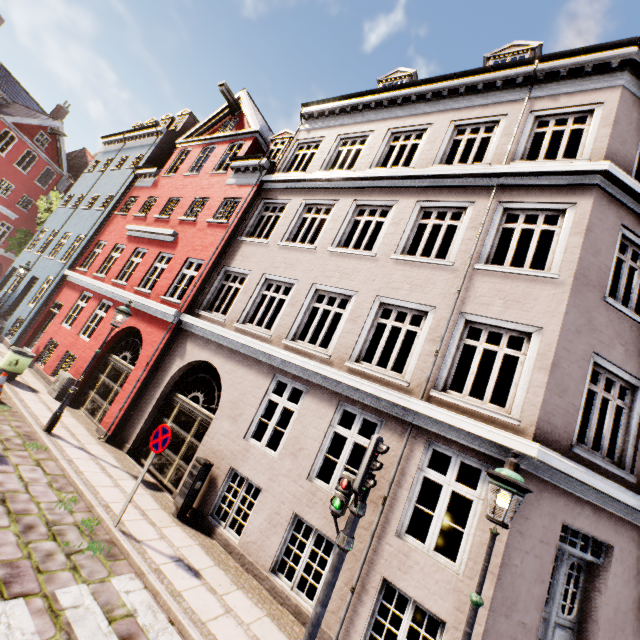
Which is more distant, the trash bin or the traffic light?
the trash bin

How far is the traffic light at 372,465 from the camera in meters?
4.2

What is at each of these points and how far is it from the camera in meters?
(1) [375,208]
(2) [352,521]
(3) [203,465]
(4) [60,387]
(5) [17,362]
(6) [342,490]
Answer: (1) building, 9.5 m
(2) traffic light pole, 4.3 m
(3) electrical box, 7.5 m
(4) electrical box, 11.3 m
(5) trash bin, 11.0 m
(6) pedestrian light, 4.6 m

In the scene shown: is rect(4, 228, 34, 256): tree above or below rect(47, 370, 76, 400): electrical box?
above

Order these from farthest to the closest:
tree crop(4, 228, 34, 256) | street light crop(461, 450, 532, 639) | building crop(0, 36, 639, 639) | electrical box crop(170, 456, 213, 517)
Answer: tree crop(4, 228, 34, 256)
electrical box crop(170, 456, 213, 517)
building crop(0, 36, 639, 639)
street light crop(461, 450, 532, 639)

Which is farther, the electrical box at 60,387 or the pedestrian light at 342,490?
the electrical box at 60,387

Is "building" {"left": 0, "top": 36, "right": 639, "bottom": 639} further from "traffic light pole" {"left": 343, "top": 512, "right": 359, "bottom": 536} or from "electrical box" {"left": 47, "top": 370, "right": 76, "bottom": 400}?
"traffic light pole" {"left": 343, "top": 512, "right": 359, "bottom": 536}

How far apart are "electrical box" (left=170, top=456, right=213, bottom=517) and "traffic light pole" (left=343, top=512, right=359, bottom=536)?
4.34m
